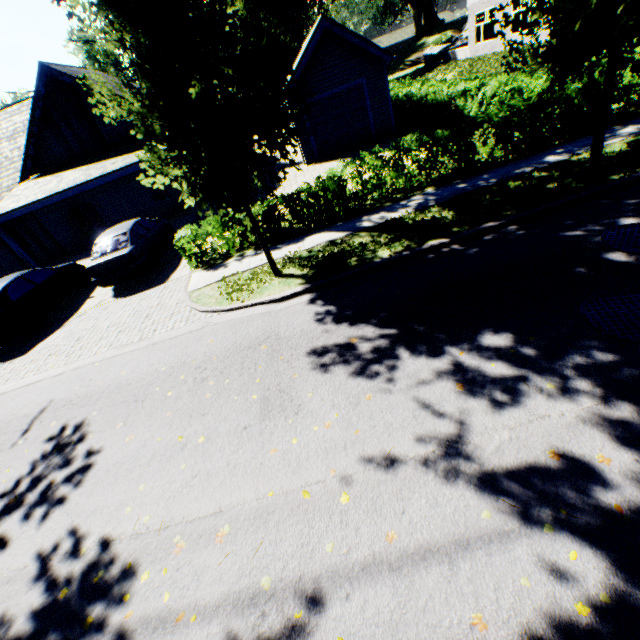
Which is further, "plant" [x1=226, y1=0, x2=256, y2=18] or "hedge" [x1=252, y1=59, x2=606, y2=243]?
"plant" [x1=226, y1=0, x2=256, y2=18]

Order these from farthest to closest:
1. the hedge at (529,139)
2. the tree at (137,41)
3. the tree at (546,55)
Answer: the hedge at (529,139)
the tree at (546,55)
the tree at (137,41)

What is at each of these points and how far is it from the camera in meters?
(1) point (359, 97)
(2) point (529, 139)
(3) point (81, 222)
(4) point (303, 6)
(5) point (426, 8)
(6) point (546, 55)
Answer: (1) garage door, 16.7
(2) hedge, 9.4
(3) door, 17.9
(4) plant, 58.0
(5) plant, 51.2
(6) tree, 6.5

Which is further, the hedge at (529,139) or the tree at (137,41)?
the hedge at (529,139)

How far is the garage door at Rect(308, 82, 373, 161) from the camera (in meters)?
16.59

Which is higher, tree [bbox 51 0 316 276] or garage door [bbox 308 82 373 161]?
tree [bbox 51 0 316 276]

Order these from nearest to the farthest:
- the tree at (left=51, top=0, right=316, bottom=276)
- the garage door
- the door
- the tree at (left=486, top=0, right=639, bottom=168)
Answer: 1. the tree at (left=51, top=0, right=316, bottom=276)
2. the tree at (left=486, top=0, right=639, bottom=168)
3. the garage door
4. the door

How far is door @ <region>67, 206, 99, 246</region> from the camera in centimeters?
1744cm
